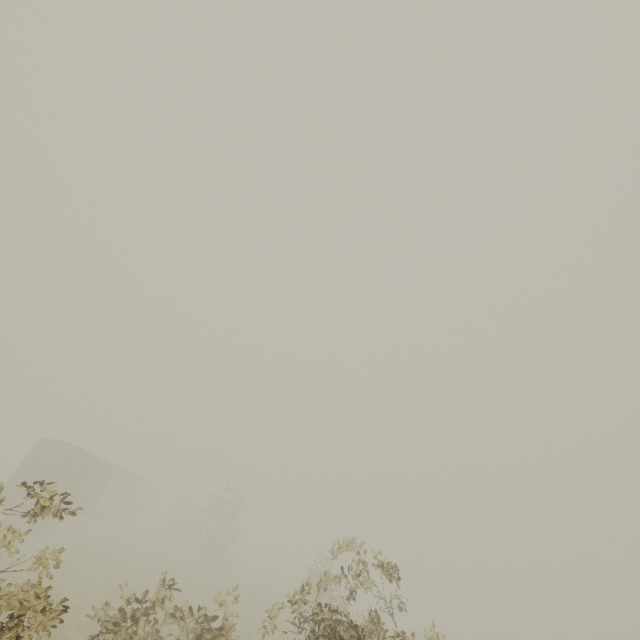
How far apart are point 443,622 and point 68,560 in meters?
64.1 m
